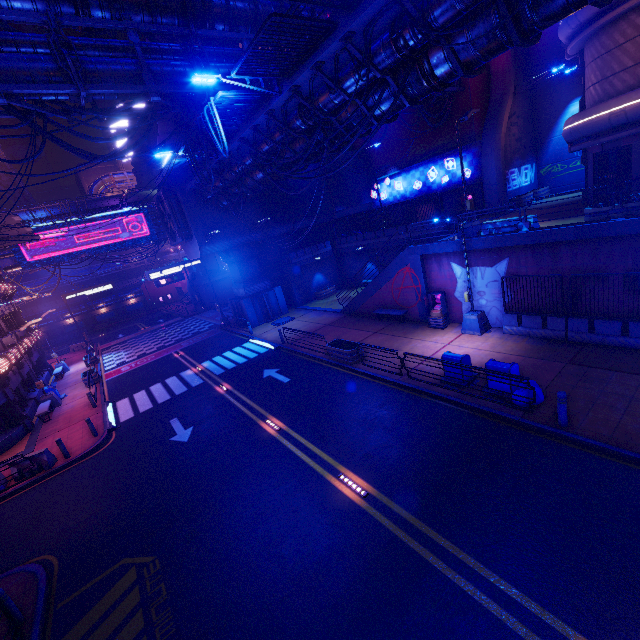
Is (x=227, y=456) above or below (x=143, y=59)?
below

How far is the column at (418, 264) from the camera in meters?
18.3 m

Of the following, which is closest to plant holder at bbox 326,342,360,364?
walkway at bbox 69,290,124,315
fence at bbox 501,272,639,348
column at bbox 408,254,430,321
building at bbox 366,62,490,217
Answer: column at bbox 408,254,430,321

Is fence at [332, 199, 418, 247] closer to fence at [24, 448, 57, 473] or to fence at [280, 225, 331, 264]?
fence at [280, 225, 331, 264]

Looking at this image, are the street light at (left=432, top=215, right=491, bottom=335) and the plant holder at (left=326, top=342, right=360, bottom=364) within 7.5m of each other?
yes

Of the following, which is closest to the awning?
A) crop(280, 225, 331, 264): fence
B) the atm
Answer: crop(280, 225, 331, 264): fence

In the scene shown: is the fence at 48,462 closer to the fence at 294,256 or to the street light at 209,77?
the street light at 209,77

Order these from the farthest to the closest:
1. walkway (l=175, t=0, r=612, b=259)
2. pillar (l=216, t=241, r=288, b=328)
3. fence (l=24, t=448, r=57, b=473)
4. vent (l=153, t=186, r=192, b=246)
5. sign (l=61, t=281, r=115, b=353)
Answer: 1. sign (l=61, t=281, r=115, b=353)
2. pillar (l=216, t=241, r=288, b=328)
3. vent (l=153, t=186, r=192, b=246)
4. fence (l=24, t=448, r=57, b=473)
5. walkway (l=175, t=0, r=612, b=259)
